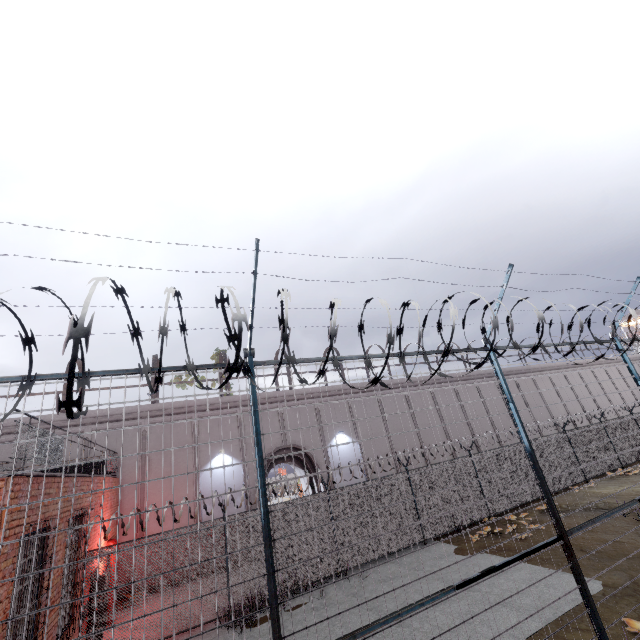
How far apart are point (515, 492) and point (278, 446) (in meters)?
12.79

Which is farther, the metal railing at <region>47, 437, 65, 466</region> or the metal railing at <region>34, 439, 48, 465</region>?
the metal railing at <region>47, 437, 65, 466</region>

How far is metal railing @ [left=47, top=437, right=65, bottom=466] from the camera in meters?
7.2

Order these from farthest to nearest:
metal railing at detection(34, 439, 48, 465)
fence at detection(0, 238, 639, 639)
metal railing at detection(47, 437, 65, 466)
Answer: metal railing at detection(47, 437, 65, 466), metal railing at detection(34, 439, 48, 465), fence at detection(0, 238, 639, 639)

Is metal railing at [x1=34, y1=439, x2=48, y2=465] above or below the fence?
above

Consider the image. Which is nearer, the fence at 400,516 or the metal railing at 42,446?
the fence at 400,516

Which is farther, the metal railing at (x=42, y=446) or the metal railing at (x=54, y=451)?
the metal railing at (x=54, y=451)
